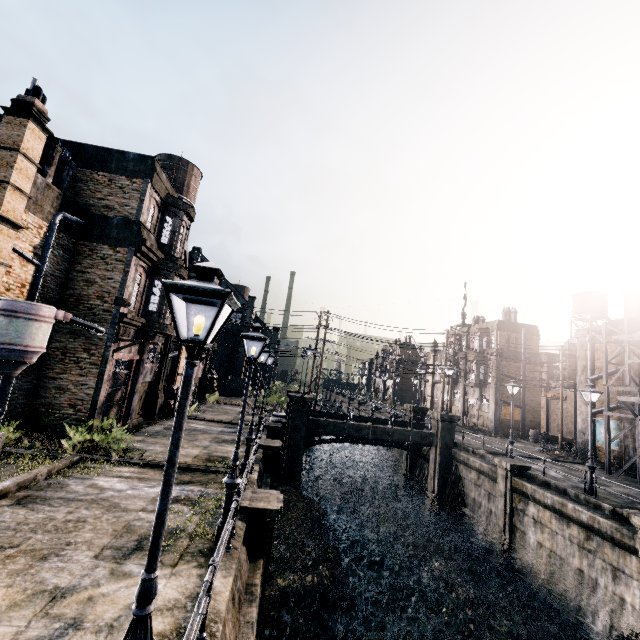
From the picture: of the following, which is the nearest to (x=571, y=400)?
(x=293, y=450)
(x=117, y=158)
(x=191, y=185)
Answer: (x=293, y=450)

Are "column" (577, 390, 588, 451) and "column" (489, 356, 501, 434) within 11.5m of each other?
yes

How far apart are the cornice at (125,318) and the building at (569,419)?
48.0m

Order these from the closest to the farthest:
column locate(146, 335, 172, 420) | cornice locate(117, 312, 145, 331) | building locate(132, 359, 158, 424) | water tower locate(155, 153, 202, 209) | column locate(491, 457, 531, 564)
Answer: cornice locate(117, 312, 145, 331)
column locate(491, 457, 531, 564)
building locate(132, 359, 158, 424)
column locate(146, 335, 172, 420)
water tower locate(155, 153, 202, 209)

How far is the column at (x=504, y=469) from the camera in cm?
1970

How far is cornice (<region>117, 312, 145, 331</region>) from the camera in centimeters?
1758cm

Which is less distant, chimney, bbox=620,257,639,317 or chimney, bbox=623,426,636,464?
chimney, bbox=623,426,636,464

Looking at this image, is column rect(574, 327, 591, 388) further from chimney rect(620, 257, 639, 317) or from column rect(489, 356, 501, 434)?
column rect(489, 356, 501, 434)
